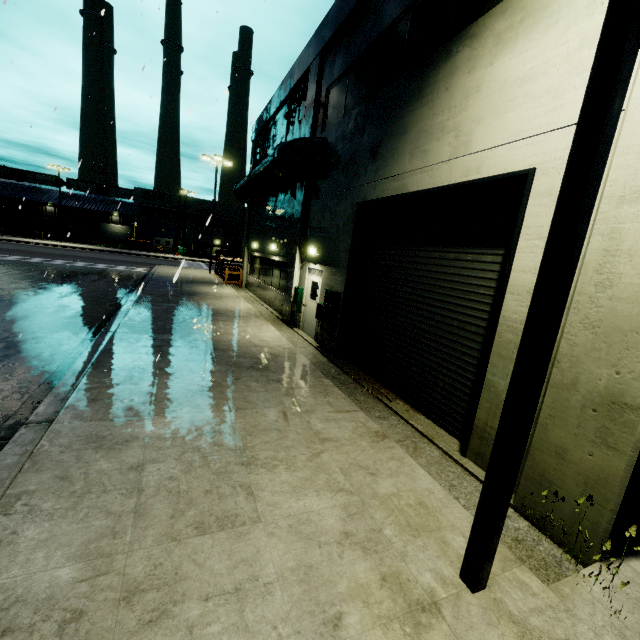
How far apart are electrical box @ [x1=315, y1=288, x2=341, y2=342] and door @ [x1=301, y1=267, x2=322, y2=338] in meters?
0.8 m

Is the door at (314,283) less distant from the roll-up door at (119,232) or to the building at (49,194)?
the building at (49,194)

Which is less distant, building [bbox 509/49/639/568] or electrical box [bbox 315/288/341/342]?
building [bbox 509/49/639/568]

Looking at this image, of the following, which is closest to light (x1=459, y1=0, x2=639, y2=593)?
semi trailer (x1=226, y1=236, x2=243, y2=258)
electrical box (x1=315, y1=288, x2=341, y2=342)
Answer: electrical box (x1=315, y1=288, x2=341, y2=342)

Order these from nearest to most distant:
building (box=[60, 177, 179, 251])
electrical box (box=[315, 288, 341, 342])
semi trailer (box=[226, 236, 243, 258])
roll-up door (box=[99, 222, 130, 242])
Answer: electrical box (box=[315, 288, 341, 342])
semi trailer (box=[226, 236, 243, 258])
building (box=[60, 177, 179, 251])
roll-up door (box=[99, 222, 130, 242])

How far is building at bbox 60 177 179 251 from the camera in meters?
53.0

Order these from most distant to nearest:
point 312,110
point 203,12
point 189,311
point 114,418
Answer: point 189,311, point 312,110, point 203,12, point 114,418

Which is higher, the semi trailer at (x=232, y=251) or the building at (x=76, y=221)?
the building at (x=76, y=221)
